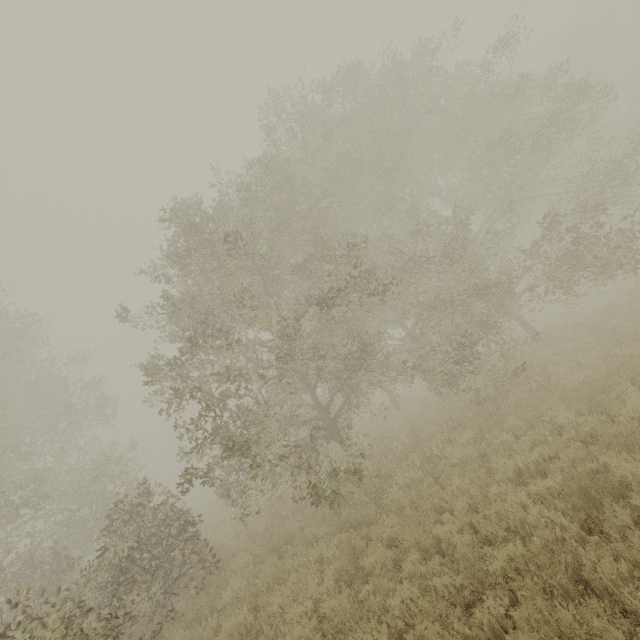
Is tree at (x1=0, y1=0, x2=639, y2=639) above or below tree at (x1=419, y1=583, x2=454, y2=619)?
above

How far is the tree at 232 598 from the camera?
6.8m

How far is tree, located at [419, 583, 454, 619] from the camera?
4.4m

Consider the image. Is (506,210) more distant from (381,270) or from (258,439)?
(258,439)

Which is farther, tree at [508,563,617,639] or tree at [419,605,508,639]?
Answer: tree at [419,605,508,639]

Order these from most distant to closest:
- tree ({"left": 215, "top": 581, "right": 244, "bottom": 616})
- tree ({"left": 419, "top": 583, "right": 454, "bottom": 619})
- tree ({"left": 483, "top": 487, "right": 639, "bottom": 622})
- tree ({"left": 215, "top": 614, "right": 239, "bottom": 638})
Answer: tree ({"left": 215, "top": 581, "right": 244, "bottom": 616})
tree ({"left": 215, "top": 614, "right": 239, "bottom": 638})
tree ({"left": 419, "top": 583, "right": 454, "bottom": 619})
tree ({"left": 483, "top": 487, "right": 639, "bottom": 622})
